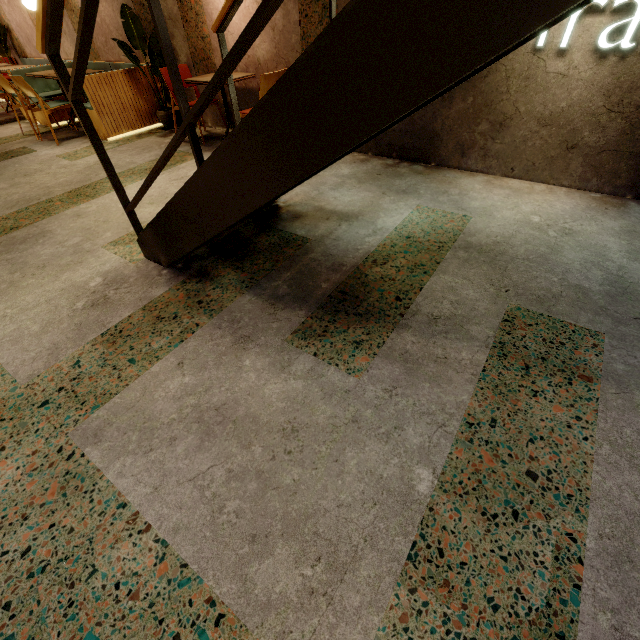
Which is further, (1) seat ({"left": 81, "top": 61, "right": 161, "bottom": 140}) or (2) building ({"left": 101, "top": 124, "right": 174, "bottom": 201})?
(1) seat ({"left": 81, "top": 61, "right": 161, "bottom": 140})

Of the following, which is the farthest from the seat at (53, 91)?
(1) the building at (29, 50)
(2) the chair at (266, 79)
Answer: (2) the chair at (266, 79)

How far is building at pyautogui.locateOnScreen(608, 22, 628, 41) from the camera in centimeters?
234cm

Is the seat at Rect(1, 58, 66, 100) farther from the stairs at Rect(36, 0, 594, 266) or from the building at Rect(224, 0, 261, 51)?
the stairs at Rect(36, 0, 594, 266)

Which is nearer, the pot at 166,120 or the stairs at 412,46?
the stairs at 412,46

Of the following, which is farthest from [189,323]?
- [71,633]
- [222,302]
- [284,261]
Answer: [71,633]

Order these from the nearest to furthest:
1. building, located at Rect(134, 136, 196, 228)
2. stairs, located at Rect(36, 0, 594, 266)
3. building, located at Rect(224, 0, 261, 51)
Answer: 1. stairs, located at Rect(36, 0, 594, 266)
2. building, located at Rect(134, 136, 196, 228)
3. building, located at Rect(224, 0, 261, 51)

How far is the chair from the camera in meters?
3.5
